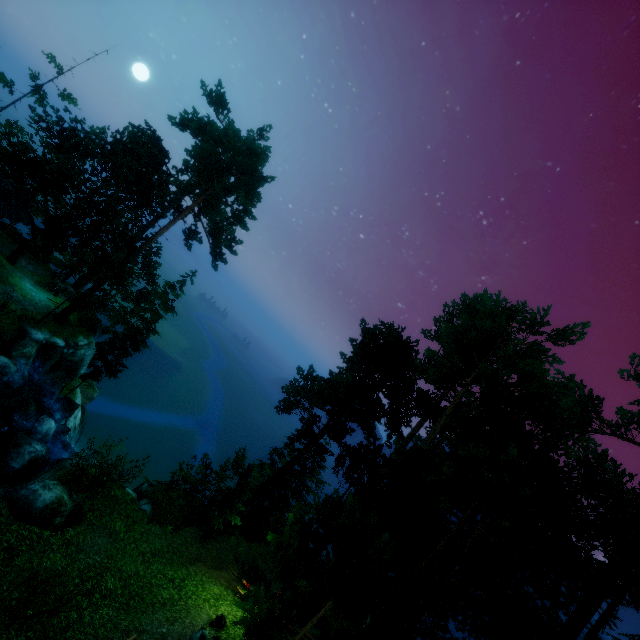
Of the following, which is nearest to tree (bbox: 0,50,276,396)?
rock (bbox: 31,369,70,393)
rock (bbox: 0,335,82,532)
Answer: rock (bbox: 31,369,70,393)

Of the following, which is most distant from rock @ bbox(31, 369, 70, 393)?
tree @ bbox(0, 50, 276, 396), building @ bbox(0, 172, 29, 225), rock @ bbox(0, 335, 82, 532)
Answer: building @ bbox(0, 172, 29, 225)

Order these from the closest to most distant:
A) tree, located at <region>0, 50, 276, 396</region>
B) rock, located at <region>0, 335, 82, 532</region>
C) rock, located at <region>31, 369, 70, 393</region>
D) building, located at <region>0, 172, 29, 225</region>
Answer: rock, located at <region>0, 335, 82, 532</region>
rock, located at <region>31, 369, 70, 393</region>
tree, located at <region>0, 50, 276, 396</region>
building, located at <region>0, 172, 29, 225</region>

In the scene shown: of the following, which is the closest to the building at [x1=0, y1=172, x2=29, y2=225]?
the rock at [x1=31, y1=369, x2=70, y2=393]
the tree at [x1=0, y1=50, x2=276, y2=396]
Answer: the tree at [x1=0, y1=50, x2=276, y2=396]

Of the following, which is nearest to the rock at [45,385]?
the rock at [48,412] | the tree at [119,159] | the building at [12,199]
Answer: the tree at [119,159]

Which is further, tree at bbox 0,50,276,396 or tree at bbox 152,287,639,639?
tree at bbox 0,50,276,396

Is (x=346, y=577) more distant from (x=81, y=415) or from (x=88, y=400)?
(x=88, y=400)
